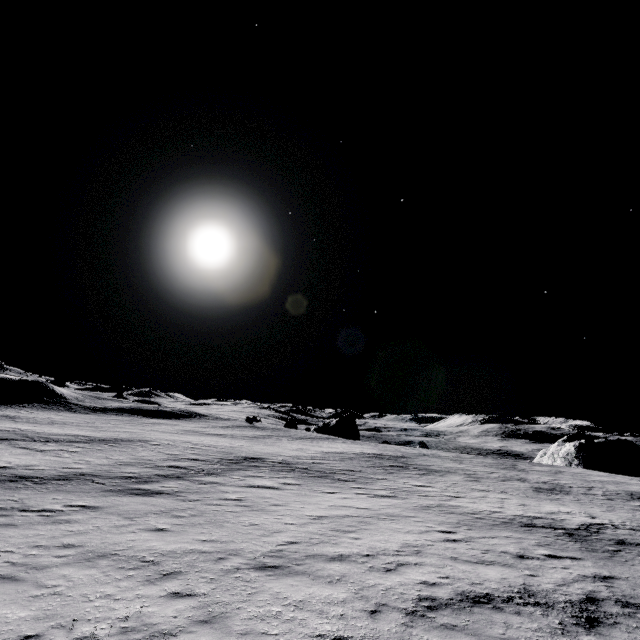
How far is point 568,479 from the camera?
33.38m
